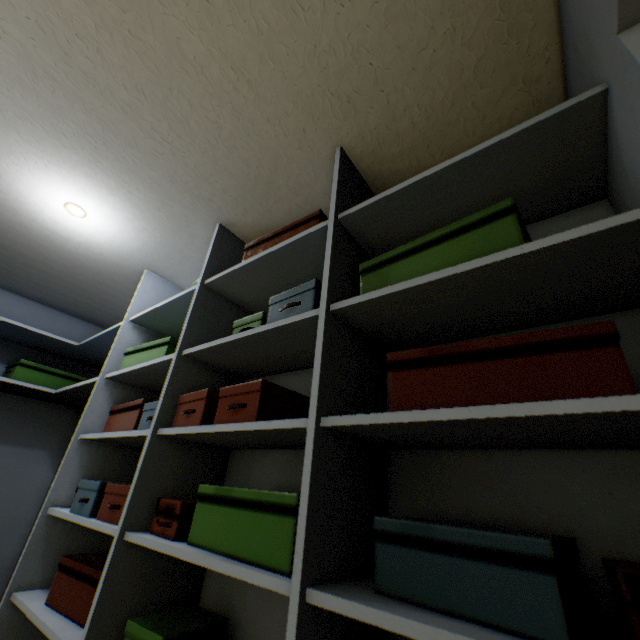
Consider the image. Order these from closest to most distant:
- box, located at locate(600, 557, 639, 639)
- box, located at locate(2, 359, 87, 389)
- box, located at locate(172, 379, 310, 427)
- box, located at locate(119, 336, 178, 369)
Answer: box, located at locate(600, 557, 639, 639) < box, located at locate(172, 379, 310, 427) < box, located at locate(119, 336, 178, 369) < box, located at locate(2, 359, 87, 389)

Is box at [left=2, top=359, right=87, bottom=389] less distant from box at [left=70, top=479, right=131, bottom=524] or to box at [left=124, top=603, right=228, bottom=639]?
box at [left=70, top=479, right=131, bottom=524]

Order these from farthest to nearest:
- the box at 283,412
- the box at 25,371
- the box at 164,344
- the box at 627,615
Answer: the box at 25,371 < the box at 164,344 < the box at 283,412 < the box at 627,615

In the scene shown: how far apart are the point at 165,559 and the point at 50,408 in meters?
2.1

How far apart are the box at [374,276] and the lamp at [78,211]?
1.6m

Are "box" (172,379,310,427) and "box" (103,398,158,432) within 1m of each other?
yes

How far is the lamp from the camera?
1.6 meters

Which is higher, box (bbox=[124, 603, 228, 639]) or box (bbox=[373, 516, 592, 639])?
box (bbox=[373, 516, 592, 639])
